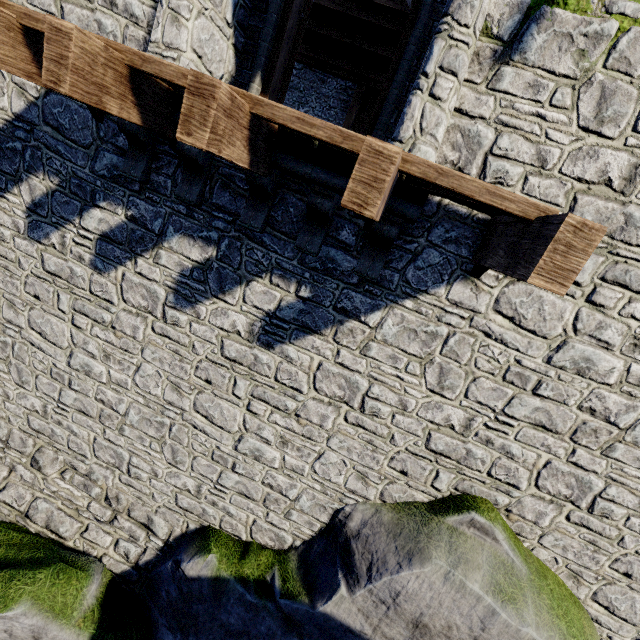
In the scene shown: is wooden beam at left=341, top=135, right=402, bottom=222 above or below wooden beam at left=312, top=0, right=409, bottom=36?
below

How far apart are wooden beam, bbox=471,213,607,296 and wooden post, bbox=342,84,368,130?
14.1m

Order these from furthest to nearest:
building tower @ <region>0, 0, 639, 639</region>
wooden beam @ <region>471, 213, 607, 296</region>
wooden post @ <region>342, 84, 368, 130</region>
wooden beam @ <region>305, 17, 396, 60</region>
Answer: wooden post @ <region>342, 84, 368, 130</region> → wooden beam @ <region>305, 17, 396, 60</region> → building tower @ <region>0, 0, 639, 639</region> → wooden beam @ <region>471, 213, 607, 296</region>

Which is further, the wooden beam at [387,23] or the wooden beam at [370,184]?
the wooden beam at [387,23]

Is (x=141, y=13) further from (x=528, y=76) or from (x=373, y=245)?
(x=528, y=76)

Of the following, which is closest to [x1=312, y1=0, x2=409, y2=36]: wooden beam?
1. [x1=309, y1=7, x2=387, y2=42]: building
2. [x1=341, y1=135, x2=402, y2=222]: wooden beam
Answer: [x1=309, y1=7, x2=387, y2=42]: building

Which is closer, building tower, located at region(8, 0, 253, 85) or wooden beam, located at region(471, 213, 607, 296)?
wooden beam, located at region(471, 213, 607, 296)

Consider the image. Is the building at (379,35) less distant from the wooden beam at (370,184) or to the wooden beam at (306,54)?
the wooden beam at (306,54)
